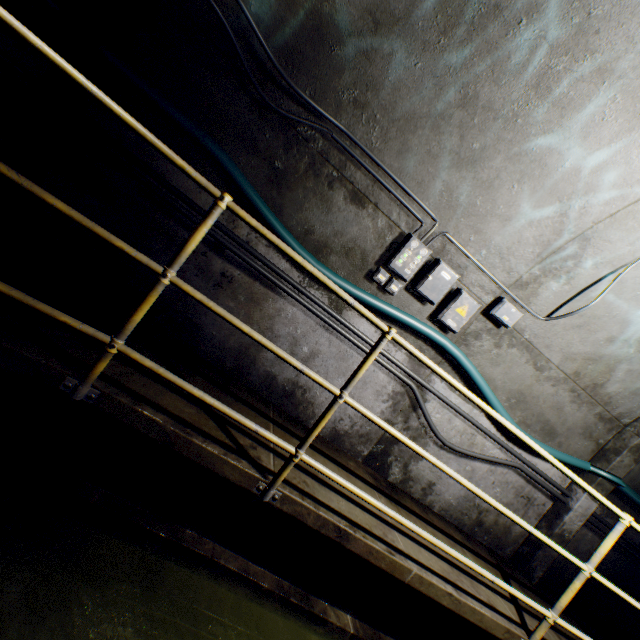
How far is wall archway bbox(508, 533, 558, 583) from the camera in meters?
3.9

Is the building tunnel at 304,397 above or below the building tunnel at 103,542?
above

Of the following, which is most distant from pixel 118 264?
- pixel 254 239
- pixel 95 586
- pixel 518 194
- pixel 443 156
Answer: pixel 518 194

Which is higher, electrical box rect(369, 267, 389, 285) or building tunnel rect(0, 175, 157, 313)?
electrical box rect(369, 267, 389, 285)

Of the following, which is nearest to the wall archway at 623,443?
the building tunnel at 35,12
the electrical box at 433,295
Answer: the building tunnel at 35,12

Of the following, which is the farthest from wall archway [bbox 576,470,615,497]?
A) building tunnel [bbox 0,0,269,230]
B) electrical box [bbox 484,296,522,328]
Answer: electrical box [bbox 484,296,522,328]

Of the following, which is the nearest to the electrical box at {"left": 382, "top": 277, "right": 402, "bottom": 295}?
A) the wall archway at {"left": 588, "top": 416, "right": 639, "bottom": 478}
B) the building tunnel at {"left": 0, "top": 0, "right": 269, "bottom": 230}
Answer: the building tunnel at {"left": 0, "top": 0, "right": 269, "bottom": 230}

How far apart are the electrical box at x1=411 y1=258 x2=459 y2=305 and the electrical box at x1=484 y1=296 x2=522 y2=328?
0.5m
